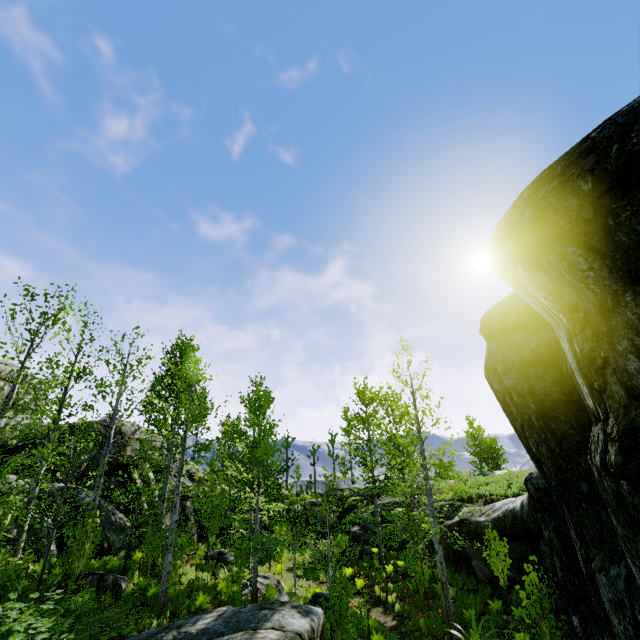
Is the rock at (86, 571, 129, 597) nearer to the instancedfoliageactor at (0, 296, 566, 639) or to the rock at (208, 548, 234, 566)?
the instancedfoliageactor at (0, 296, 566, 639)

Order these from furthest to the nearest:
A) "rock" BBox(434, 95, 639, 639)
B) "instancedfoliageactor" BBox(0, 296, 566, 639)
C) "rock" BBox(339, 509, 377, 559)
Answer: "rock" BBox(339, 509, 377, 559) < "instancedfoliageactor" BBox(0, 296, 566, 639) < "rock" BBox(434, 95, 639, 639)

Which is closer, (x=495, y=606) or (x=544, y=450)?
(x=544, y=450)

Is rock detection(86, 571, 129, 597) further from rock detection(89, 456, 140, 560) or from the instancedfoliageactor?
rock detection(89, 456, 140, 560)

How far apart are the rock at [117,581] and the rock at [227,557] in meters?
6.0 m

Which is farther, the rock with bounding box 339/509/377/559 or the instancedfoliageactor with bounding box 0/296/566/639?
the rock with bounding box 339/509/377/559

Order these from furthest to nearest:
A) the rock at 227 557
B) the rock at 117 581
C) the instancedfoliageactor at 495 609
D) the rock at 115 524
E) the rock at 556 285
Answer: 1. the rock at 227 557
2. the rock at 115 524
3. the rock at 117 581
4. the instancedfoliageactor at 495 609
5. the rock at 556 285

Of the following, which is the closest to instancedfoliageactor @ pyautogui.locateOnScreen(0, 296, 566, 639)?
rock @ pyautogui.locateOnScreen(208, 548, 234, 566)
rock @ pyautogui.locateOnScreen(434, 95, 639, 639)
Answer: rock @ pyautogui.locateOnScreen(434, 95, 639, 639)
